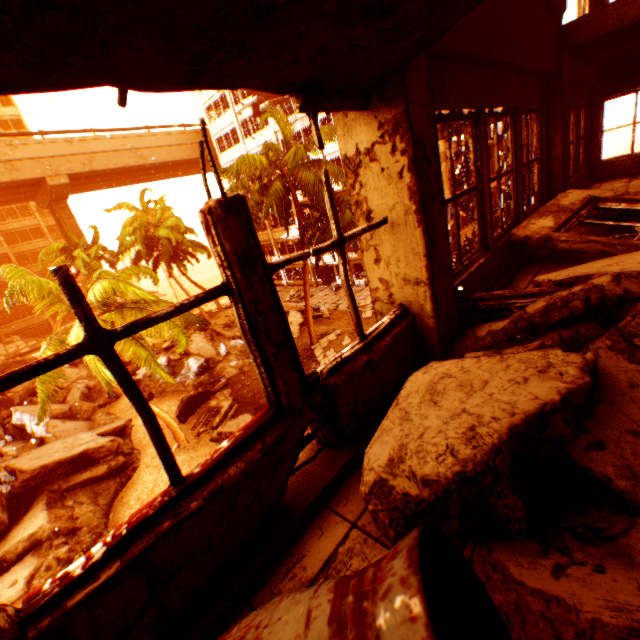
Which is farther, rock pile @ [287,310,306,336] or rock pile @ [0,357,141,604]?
rock pile @ [287,310,306,336]

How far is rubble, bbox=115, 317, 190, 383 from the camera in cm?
985

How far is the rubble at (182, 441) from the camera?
12.7m

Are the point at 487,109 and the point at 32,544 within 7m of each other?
no

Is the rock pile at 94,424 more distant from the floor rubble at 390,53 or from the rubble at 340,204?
the floor rubble at 390,53

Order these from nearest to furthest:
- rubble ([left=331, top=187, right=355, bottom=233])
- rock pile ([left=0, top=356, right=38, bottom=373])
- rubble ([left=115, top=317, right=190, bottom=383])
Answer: rubble ([left=115, top=317, right=190, bottom=383]), rubble ([left=331, top=187, right=355, bottom=233]), rock pile ([left=0, top=356, right=38, bottom=373])

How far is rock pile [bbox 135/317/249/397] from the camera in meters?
19.2

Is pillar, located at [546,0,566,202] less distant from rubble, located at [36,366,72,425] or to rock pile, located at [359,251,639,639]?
rubble, located at [36,366,72,425]
